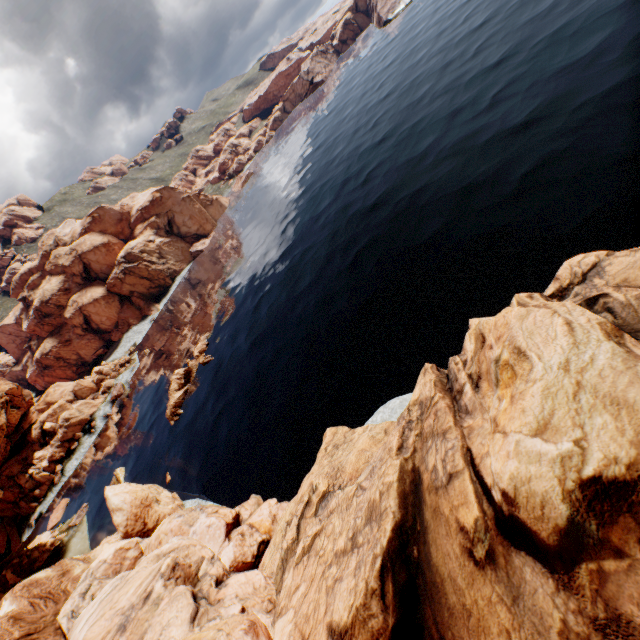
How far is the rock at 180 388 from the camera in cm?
5172

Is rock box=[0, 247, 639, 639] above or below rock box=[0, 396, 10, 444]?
below

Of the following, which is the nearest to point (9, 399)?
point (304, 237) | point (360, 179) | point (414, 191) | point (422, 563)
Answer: point (304, 237)

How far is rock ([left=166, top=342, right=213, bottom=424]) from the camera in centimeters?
5172cm

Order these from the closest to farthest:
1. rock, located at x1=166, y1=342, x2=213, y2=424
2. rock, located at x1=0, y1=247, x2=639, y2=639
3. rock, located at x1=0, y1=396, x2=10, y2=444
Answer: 1. rock, located at x1=0, y1=247, x2=639, y2=639
2. rock, located at x1=0, y1=396, x2=10, y2=444
3. rock, located at x1=166, y1=342, x2=213, y2=424

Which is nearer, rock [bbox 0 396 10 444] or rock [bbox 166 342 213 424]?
rock [bbox 0 396 10 444]

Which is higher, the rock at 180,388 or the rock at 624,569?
the rock at 624,569
